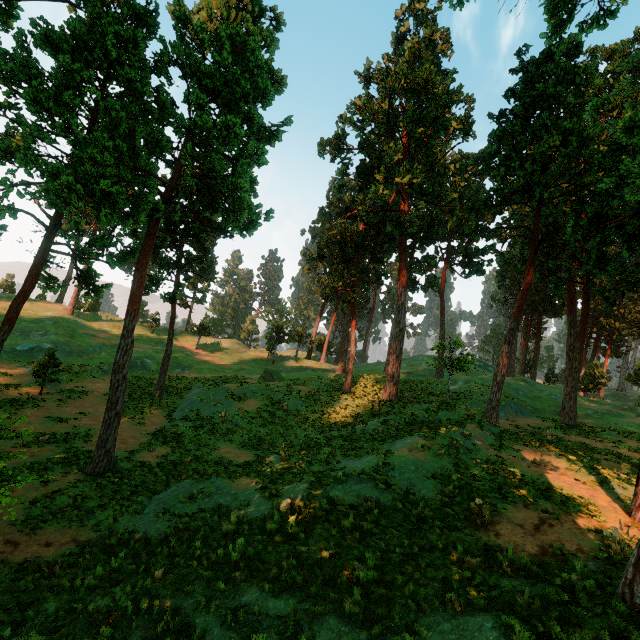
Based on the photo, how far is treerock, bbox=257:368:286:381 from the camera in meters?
36.4

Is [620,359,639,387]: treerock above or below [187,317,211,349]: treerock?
above

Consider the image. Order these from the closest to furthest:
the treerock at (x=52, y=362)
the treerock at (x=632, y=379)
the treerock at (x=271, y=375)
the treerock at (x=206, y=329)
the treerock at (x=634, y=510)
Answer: the treerock at (x=634, y=510)
the treerock at (x=52, y=362)
the treerock at (x=271, y=375)
the treerock at (x=632, y=379)
the treerock at (x=206, y=329)

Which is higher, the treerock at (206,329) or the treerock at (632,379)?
the treerock at (632,379)

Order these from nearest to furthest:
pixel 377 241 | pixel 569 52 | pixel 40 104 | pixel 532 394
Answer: pixel 40 104 → pixel 569 52 → pixel 377 241 → pixel 532 394

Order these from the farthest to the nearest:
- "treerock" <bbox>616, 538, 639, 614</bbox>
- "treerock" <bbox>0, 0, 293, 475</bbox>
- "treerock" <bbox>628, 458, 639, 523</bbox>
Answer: "treerock" <bbox>0, 0, 293, 475</bbox> → "treerock" <bbox>628, 458, 639, 523</bbox> → "treerock" <bbox>616, 538, 639, 614</bbox>
